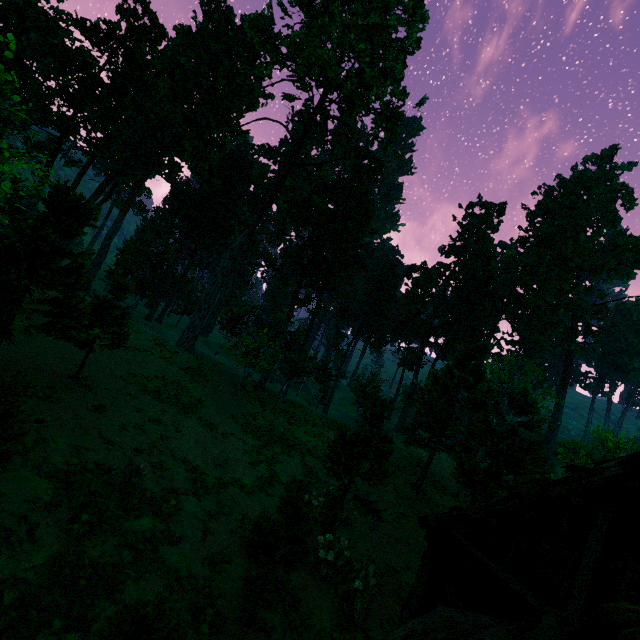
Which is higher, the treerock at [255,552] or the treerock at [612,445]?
the treerock at [612,445]

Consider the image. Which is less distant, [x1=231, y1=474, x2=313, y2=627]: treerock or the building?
the building

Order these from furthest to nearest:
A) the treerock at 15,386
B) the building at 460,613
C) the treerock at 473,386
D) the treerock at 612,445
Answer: the treerock at 612,445 < the treerock at 473,386 < the treerock at 15,386 < the building at 460,613

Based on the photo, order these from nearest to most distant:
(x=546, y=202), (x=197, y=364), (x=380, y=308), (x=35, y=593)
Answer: (x=35, y=593), (x=197, y=364), (x=380, y=308), (x=546, y=202)

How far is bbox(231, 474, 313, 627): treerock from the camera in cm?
Result: 737

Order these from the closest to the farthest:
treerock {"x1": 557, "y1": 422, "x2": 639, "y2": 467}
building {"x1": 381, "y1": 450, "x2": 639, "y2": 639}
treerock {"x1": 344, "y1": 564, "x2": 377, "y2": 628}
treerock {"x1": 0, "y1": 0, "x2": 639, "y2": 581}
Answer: building {"x1": 381, "y1": 450, "x2": 639, "y2": 639} < treerock {"x1": 344, "y1": 564, "x2": 377, "y2": 628} < treerock {"x1": 0, "y1": 0, "x2": 639, "y2": 581} < treerock {"x1": 557, "y1": 422, "x2": 639, "y2": 467}
